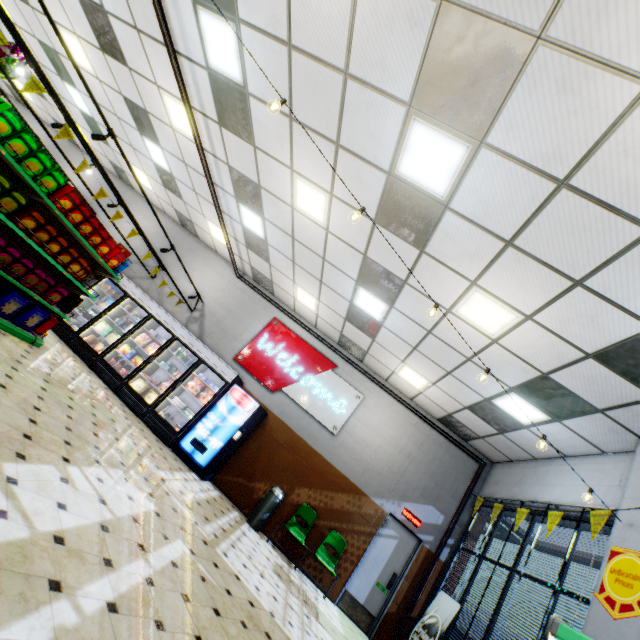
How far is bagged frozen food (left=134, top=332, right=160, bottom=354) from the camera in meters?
8.6

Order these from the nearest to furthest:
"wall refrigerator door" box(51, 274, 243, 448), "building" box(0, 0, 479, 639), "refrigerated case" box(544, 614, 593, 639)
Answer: "building" box(0, 0, 479, 639) → "refrigerated case" box(544, 614, 593, 639) → "wall refrigerator door" box(51, 274, 243, 448)

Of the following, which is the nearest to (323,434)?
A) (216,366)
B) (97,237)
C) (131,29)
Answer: (216,366)

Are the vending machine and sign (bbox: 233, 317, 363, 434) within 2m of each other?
yes

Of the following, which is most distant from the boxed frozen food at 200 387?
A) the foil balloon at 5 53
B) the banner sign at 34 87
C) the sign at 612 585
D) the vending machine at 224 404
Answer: the sign at 612 585

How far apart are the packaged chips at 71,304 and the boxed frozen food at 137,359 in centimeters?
221cm

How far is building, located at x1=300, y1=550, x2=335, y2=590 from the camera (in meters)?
7.30

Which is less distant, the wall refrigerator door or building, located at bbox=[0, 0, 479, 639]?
building, located at bbox=[0, 0, 479, 639]
